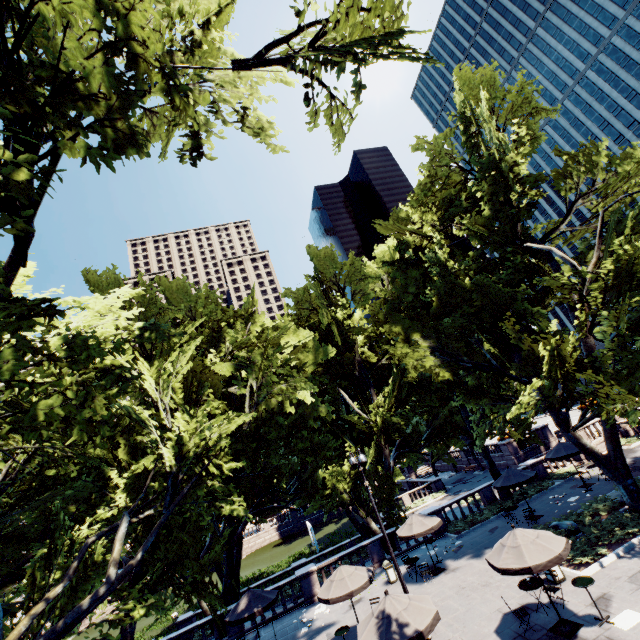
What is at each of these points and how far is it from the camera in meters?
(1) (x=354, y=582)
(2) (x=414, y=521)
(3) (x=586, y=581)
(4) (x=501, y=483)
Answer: (1) umbrella, 14.2 m
(2) umbrella, 18.7 m
(3) table, 10.7 m
(4) umbrella, 20.7 m

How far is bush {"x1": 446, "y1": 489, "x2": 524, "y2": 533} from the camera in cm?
2269

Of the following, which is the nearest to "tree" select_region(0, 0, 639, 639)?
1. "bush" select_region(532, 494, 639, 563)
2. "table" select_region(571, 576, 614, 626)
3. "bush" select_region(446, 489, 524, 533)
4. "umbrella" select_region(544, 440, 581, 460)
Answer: "bush" select_region(532, 494, 639, 563)

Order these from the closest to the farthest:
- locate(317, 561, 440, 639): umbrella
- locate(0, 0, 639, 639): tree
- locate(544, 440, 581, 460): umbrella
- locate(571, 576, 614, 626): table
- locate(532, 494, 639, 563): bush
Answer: locate(0, 0, 639, 639): tree
locate(317, 561, 440, 639): umbrella
locate(571, 576, 614, 626): table
locate(532, 494, 639, 563): bush
locate(544, 440, 581, 460): umbrella

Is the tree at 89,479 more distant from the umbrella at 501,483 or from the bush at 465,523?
the umbrella at 501,483

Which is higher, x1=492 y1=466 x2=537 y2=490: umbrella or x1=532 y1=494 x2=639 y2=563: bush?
x1=492 y1=466 x2=537 y2=490: umbrella

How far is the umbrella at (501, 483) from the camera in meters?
19.9 m

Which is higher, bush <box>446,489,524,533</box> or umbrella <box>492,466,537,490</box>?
umbrella <box>492,466,537,490</box>
